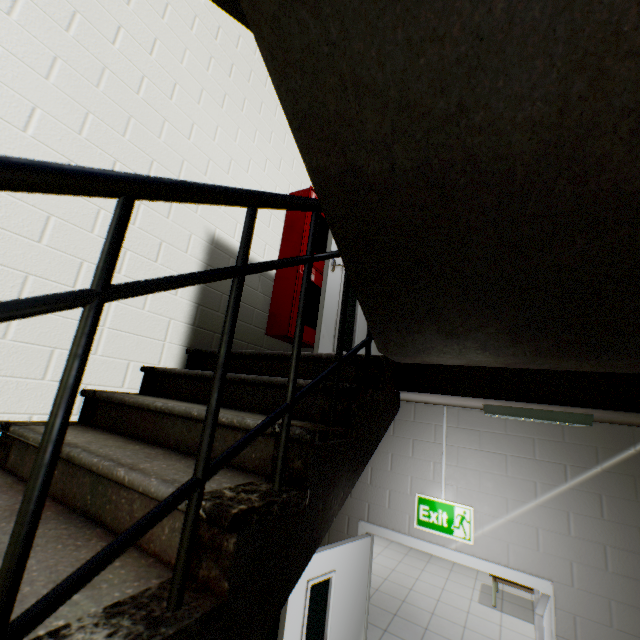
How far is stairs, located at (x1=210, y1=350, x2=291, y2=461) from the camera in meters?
1.2

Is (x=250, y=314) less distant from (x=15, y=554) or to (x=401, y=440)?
(x=401, y=440)

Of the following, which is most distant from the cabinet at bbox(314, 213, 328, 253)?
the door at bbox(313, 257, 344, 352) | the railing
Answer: the railing

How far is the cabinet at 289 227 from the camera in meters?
3.2 m

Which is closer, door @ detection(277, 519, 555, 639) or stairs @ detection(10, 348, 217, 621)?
stairs @ detection(10, 348, 217, 621)

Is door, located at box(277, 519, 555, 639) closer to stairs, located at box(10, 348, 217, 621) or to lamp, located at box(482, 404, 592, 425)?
stairs, located at box(10, 348, 217, 621)

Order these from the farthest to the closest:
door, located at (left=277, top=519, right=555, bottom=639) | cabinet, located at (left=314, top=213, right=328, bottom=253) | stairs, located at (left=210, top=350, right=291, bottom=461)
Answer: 1. cabinet, located at (left=314, top=213, right=328, bottom=253)
2. door, located at (left=277, top=519, right=555, bottom=639)
3. stairs, located at (left=210, top=350, right=291, bottom=461)
